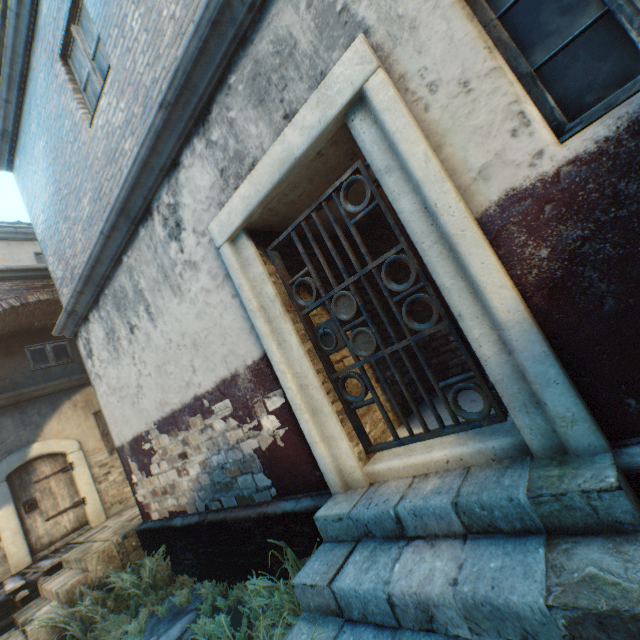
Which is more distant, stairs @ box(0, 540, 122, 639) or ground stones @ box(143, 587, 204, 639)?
stairs @ box(0, 540, 122, 639)

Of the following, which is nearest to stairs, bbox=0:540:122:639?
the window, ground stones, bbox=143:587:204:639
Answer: ground stones, bbox=143:587:204:639

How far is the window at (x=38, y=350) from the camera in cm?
894

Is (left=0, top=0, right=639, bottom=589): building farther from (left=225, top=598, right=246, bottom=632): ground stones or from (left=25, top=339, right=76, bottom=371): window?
(left=25, top=339, right=76, bottom=371): window

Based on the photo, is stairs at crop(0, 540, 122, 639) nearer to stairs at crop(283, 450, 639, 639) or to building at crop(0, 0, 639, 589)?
building at crop(0, 0, 639, 589)

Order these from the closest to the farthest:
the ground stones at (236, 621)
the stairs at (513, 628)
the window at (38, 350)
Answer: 1. the stairs at (513, 628)
2. the ground stones at (236, 621)
3. the window at (38, 350)

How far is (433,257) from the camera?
2.0 meters

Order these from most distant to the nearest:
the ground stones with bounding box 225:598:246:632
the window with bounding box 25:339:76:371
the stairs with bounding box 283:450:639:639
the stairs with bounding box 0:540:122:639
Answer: the window with bounding box 25:339:76:371, the stairs with bounding box 0:540:122:639, the ground stones with bounding box 225:598:246:632, the stairs with bounding box 283:450:639:639
